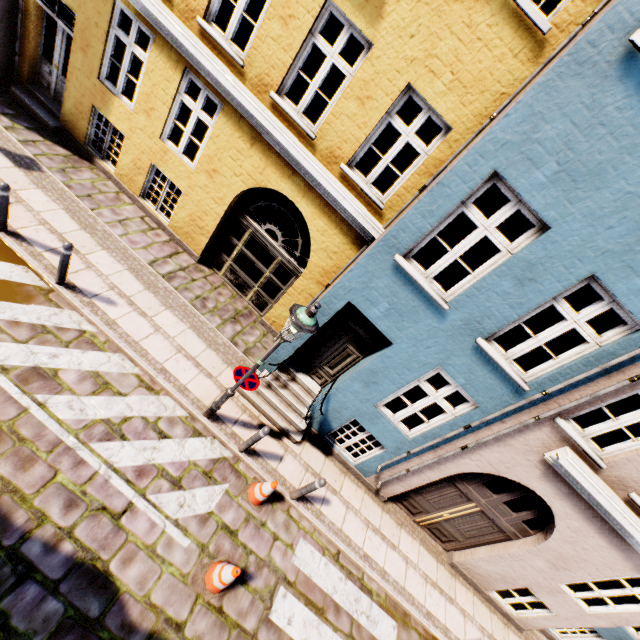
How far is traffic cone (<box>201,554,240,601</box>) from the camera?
5.0 meters

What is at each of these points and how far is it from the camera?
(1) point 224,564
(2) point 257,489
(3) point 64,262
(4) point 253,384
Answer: (1) traffic cone, 5.19m
(2) traffic cone, 6.27m
(3) bollard, 6.01m
(4) sign, 5.77m

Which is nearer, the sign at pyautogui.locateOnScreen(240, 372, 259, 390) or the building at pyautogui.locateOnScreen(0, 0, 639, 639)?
the building at pyautogui.locateOnScreen(0, 0, 639, 639)

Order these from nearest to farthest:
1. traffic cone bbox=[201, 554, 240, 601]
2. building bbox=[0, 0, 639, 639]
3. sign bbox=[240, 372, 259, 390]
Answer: building bbox=[0, 0, 639, 639] → traffic cone bbox=[201, 554, 240, 601] → sign bbox=[240, 372, 259, 390]

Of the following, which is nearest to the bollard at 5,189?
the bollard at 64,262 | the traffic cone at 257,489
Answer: the bollard at 64,262

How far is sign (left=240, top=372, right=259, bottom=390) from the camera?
5.7m

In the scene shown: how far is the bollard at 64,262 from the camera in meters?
5.8

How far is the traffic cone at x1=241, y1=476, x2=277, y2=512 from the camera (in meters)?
6.14
